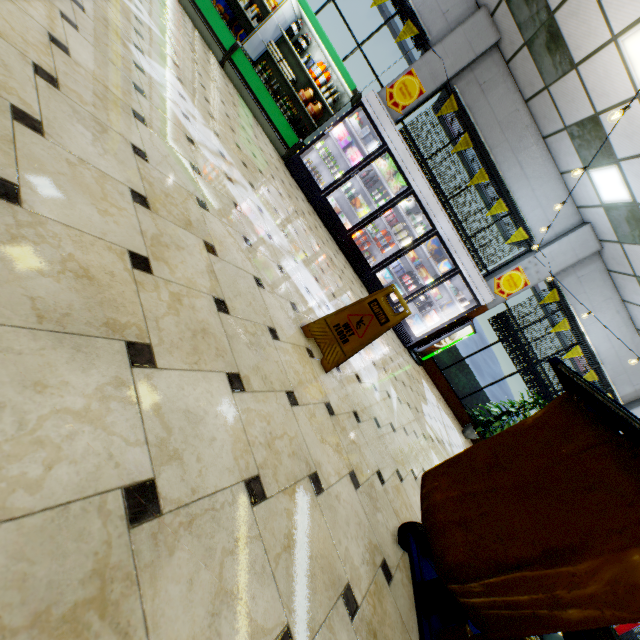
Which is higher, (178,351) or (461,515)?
(461,515)

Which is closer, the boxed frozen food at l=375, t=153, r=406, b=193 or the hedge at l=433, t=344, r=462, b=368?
the boxed frozen food at l=375, t=153, r=406, b=193

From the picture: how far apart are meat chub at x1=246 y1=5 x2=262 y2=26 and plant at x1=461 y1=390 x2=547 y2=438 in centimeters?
1106cm

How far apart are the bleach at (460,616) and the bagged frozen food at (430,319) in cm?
650

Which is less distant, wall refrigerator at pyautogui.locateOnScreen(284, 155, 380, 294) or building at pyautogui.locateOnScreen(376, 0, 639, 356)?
building at pyautogui.locateOnScreen(376, 0, 639, 356)

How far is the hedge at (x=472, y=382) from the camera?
9.27m

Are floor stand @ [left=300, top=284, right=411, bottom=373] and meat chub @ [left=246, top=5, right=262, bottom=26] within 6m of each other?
no

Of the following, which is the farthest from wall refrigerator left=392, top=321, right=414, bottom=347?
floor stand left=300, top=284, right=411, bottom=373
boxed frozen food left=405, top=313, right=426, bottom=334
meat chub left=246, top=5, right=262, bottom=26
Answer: floor stand left=300, top=284, right=411, bottom=373
